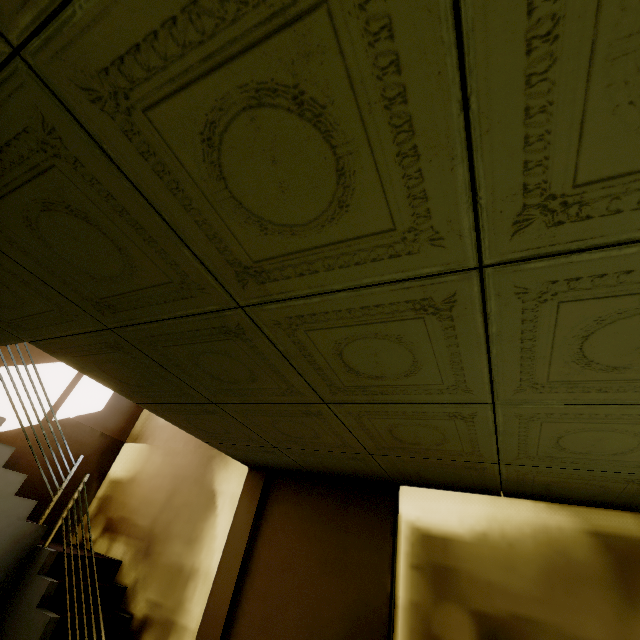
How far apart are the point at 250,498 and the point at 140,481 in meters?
2.2
